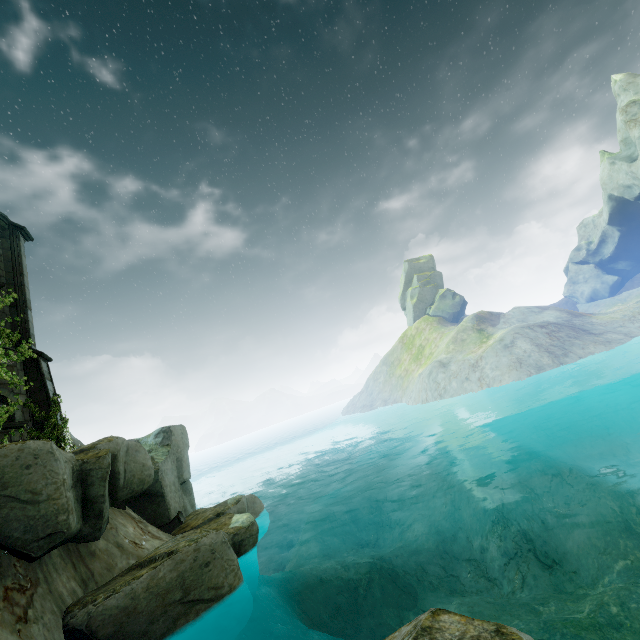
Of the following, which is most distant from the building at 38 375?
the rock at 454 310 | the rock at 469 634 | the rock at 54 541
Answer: the rock at 454 310

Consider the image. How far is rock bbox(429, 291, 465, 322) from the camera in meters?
56.9

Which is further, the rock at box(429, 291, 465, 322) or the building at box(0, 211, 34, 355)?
the rock at box(429, 291, 465, 322)

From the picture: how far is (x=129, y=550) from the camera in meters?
9.7

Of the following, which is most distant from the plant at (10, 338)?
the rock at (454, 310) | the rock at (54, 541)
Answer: the rock at (454, 310)

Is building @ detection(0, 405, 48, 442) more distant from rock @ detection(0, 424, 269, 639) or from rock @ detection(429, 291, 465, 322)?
rock @ detection(429, 291, 465, 322)

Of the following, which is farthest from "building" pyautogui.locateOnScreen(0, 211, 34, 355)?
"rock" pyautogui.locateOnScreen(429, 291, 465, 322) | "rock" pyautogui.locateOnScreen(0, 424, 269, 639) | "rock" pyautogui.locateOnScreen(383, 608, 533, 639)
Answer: "rock" pyautogui.locateOnScreen(429, 291, 465, 322)

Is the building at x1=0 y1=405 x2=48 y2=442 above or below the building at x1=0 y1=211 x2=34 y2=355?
below
